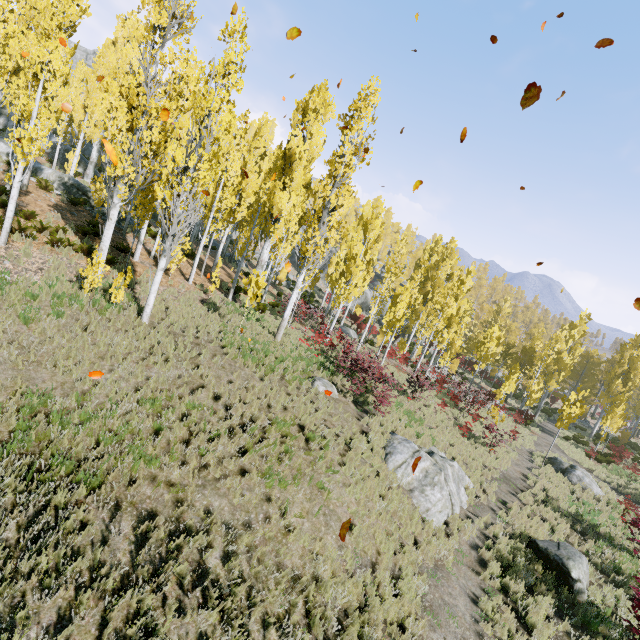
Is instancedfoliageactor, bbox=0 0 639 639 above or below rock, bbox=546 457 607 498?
above

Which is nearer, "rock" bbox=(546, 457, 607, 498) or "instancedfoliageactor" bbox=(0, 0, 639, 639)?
"instancedfoliageactor" bbox=(0, 0, 639, 639)

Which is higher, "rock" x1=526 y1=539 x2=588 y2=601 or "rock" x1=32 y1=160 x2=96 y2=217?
"rock" x1=32 y1=160 x2=96 y2=217

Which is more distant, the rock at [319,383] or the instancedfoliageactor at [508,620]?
the rock at [319,383]

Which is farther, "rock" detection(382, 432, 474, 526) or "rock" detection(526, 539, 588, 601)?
"rock" detection(382, 432, 474, 526)

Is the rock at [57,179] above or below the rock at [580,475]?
above

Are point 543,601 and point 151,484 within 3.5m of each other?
no
